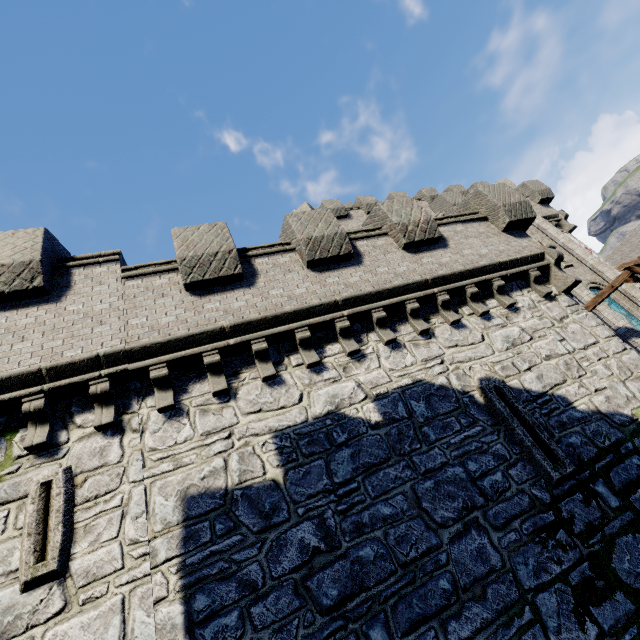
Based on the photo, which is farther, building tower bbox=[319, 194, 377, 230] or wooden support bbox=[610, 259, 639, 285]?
building tower bbox=[319, 194, 377, 230]

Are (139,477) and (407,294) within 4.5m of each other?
no

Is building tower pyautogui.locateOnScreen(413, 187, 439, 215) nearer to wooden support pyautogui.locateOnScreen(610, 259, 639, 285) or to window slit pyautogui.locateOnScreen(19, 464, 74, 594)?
wooden support pyautogui.locateOnScreen(610, 259, 639, 285)

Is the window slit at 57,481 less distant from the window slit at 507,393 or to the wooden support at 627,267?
the window slit at 507,393

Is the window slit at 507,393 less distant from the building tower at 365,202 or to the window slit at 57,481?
the window slit at 57,481

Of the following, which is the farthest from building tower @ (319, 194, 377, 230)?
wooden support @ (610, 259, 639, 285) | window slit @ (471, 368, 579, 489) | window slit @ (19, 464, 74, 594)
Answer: window slit @ (19, 464, 74, 594)

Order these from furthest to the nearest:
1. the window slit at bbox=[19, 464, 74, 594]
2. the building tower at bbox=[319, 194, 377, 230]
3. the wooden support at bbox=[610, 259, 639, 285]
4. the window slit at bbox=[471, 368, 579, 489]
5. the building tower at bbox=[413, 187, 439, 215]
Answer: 1. the building tower at bbox=[413, 187, 439, 215]
2. the building tower at bbox=[319, 194, 377, 230]
3. the wooden support at bbox=[610, 259, 639, 285]
4. the window slit at bbox=[471, 368, 579, 489]
5. the window slit at bbox=[19, 464, 74, 594]

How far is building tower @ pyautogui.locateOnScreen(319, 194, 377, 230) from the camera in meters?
23.2 m
